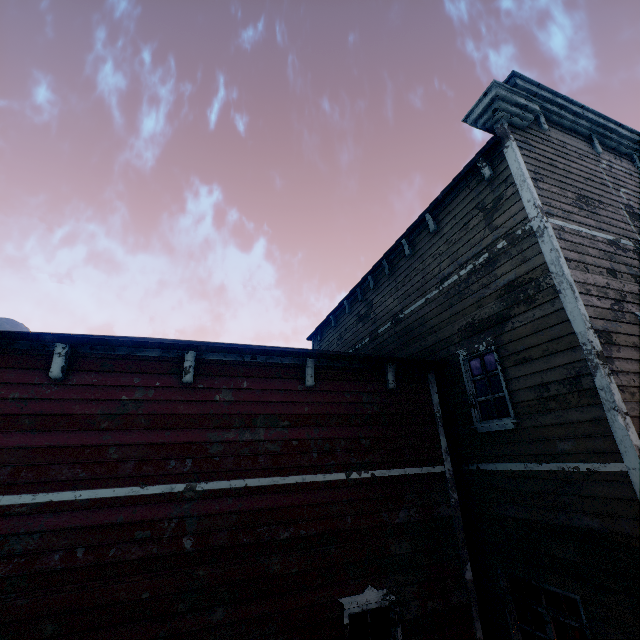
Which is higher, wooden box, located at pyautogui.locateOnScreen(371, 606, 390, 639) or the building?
the building

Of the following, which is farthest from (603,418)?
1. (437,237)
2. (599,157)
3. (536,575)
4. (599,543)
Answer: (599,157)

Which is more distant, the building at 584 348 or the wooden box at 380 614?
the wooden box at 380 614

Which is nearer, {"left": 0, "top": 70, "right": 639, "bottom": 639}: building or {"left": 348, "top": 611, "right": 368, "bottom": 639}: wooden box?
{"left": 0, "top": 70, "right": 639, "bottom": 639}: building

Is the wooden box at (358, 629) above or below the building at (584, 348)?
below
